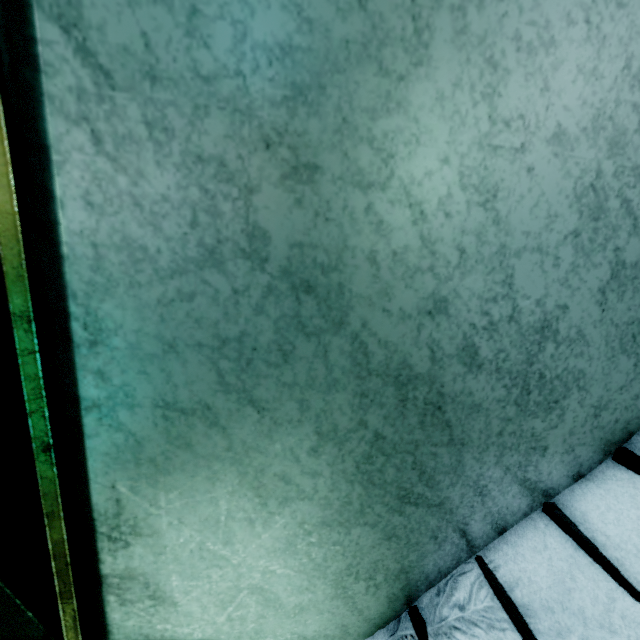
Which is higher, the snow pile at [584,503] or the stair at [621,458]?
the stair at [621,458]

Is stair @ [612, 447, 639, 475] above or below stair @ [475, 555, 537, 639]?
above

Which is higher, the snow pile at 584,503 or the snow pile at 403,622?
the snow pile at 584,503

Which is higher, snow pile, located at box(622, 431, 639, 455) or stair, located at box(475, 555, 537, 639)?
snow pile, located at box(622, 431, 639, 455)

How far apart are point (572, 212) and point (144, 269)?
0.8m

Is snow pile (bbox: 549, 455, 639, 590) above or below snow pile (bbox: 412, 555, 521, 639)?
above

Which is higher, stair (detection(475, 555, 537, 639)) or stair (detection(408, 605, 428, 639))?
stair (detection(475, 555, 537, 639))
